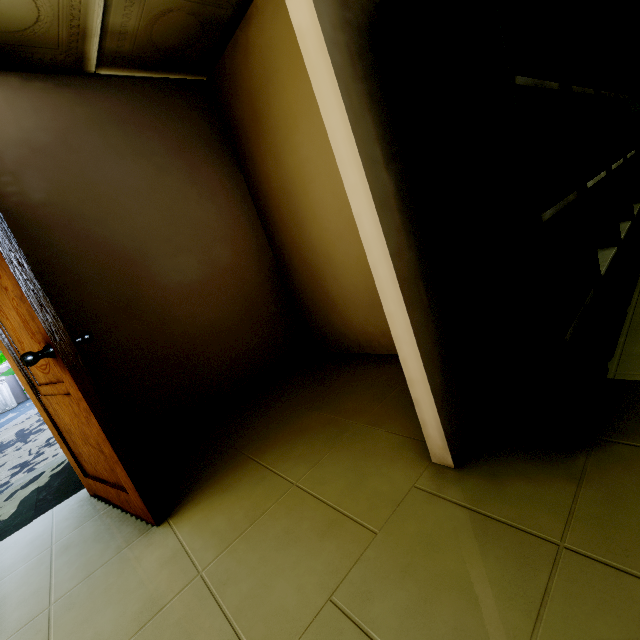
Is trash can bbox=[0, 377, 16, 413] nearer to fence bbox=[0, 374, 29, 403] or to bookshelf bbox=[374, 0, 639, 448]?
fence bbox=[0, 374, 29, 403]

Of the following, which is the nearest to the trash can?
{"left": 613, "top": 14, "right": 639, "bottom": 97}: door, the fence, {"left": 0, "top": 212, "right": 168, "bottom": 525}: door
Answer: the fence

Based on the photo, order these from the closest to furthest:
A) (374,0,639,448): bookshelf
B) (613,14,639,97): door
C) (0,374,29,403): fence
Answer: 1. (374,0,639,448): bookshelf
2. (613,14,639,97): door
3. (0,374,29,403): fence

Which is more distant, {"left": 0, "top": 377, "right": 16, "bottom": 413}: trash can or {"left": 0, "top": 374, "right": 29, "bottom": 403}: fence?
{"left": 0, "top": 374, "right": 29, "bottom": 403}: fence

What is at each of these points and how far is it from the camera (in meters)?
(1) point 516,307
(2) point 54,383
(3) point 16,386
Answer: (1) bookshelf, 1.12
(2) door, 1.72
(3) fence, 10.27

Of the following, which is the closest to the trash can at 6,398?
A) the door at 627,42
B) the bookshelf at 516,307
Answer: the bookshelf at 516,307

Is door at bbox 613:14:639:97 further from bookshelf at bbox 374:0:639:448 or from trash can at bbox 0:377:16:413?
trash can at bbox 0:377:16:413

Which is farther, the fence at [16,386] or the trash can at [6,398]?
the fence at [16,386]
